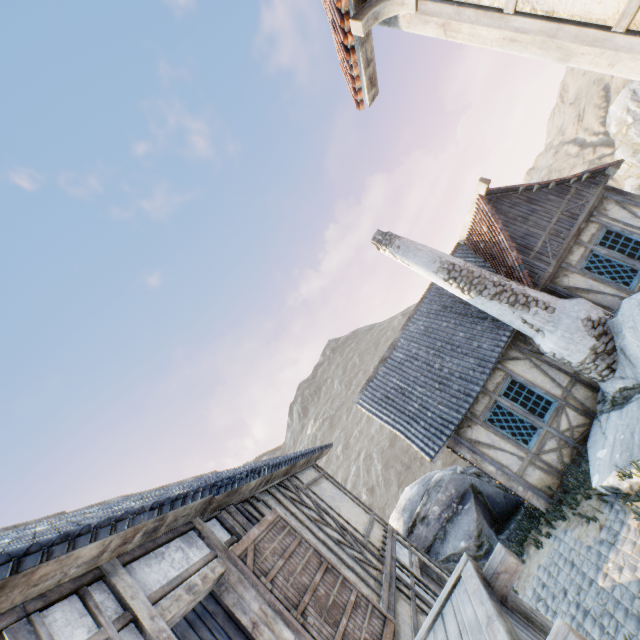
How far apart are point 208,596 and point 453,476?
8.77m

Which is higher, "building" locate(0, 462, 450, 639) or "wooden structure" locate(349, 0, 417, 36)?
"wooden structure" locate(349, 0, 417, 36)

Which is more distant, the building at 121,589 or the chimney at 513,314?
the chimney at 513,314

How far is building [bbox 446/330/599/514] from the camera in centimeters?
855cm

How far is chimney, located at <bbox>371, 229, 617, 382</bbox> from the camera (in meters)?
7.91

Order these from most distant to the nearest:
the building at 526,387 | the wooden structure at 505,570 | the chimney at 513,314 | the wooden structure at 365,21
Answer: the building at 526,387 → the chimney at 513,314 → the wooden structure at 365,21 → the wooden structure at 505,570

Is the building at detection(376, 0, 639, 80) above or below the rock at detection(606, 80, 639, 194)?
above

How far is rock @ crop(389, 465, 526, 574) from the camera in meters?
9.4
